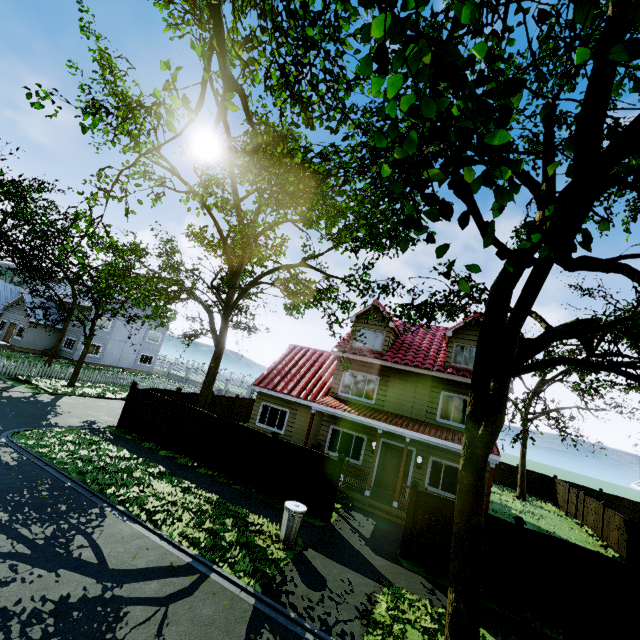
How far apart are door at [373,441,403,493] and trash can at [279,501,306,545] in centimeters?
688cm

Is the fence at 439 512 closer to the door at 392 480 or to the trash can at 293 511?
the trash can at 293 511

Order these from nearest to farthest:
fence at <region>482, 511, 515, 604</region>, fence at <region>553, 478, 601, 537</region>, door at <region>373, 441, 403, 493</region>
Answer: fence at <region>482, 511, 515, 604</region> → door at <region>373, 441, 403, 493</region> → fence at <region>553, 478, 601, 537</region>

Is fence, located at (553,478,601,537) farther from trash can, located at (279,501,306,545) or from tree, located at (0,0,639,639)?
trash can, located at (279,501,306,545)

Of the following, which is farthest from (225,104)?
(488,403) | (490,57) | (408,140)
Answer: (488,403)

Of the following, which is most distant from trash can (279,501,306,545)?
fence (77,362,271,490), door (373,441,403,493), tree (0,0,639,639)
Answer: door (373,441,403,493)

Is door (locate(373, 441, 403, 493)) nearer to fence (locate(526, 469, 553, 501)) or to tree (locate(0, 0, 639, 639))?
tree (locate(0, 0, 639, 639))

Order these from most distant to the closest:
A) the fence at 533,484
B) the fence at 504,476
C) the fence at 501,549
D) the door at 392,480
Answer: the fence at 504,476
the fence at 533,484
the door at 392,480
the fence at 501,549
